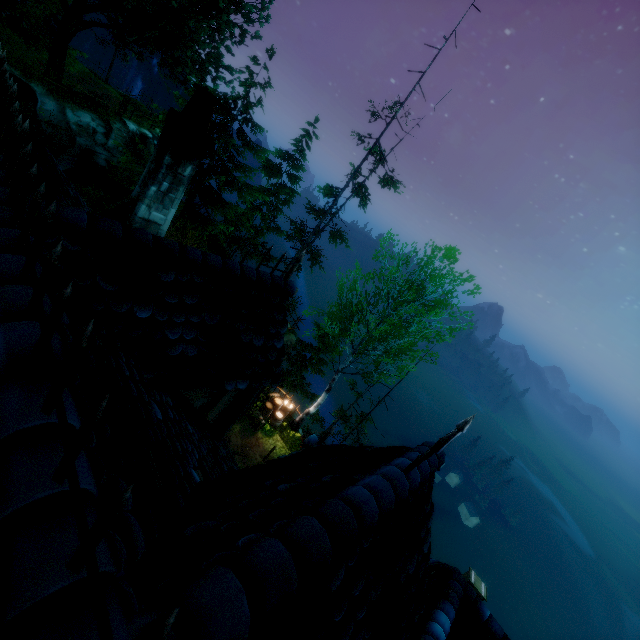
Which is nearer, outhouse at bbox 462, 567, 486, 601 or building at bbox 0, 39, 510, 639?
building at bbox 0, 39, 510, 639

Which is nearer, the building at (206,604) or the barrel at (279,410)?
the building at (206,604)

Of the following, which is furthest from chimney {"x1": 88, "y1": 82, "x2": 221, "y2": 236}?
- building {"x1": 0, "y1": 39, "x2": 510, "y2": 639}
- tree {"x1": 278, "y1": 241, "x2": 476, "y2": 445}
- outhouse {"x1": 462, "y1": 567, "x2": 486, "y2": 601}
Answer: outhouse {"x1": 462, "y1": 567, "x2": 486, "y2": 601}

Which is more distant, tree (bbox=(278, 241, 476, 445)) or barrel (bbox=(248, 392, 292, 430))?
barrel (bbox=(248, 392, 292, 430))

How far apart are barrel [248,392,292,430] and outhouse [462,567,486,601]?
13.9 meters

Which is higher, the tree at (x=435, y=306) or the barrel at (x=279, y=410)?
the tree at (x=435, y=306)

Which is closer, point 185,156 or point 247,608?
point 247,608

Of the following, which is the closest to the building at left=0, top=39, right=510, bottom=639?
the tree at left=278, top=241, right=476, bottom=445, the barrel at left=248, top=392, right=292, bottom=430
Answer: the tree at left=278, top=241, right=476, bottom=445
